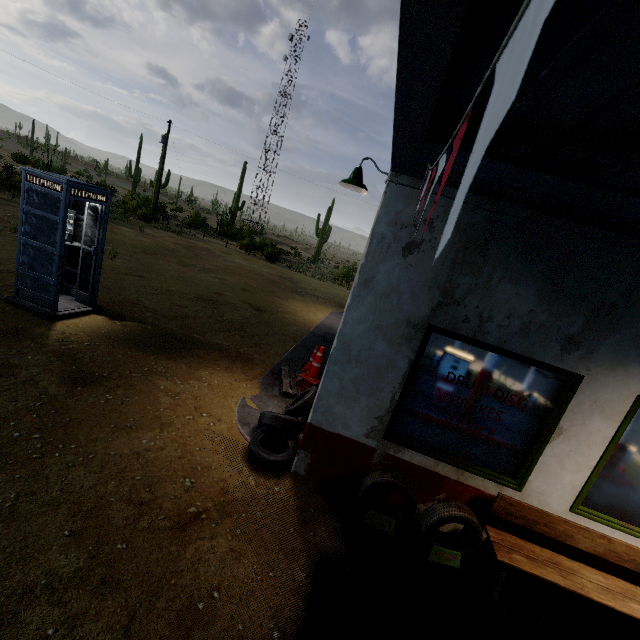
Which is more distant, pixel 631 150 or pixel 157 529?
pixel 157 529

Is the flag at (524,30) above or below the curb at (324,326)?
above

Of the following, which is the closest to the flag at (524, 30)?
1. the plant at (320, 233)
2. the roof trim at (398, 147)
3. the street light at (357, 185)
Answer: the roof trim at (398, 147)

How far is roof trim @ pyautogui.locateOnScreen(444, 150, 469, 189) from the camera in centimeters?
317cm

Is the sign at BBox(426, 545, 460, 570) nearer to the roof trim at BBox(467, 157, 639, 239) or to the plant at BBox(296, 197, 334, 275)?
the roof trim at BBox(467, 157, 639, 239)

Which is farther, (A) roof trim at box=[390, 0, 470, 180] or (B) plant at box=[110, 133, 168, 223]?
(B) plant at box=[110, 133, 168, 223]

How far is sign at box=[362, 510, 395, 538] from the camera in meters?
3.8 m

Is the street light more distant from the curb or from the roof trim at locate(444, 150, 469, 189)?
the curb
